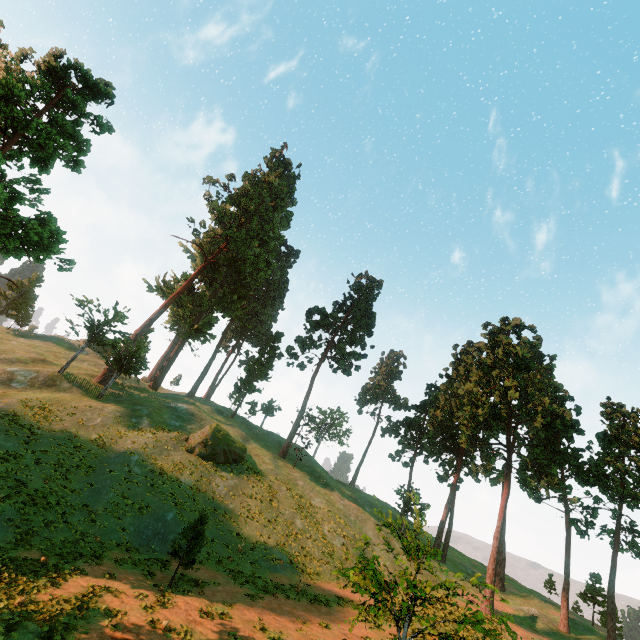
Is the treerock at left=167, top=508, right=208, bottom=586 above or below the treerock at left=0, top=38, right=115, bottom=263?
below

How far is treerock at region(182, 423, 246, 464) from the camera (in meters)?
31.64

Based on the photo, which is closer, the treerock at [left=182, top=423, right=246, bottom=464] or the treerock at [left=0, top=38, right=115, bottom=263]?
the treerock at [left=0, top=38, right=115, bottom=263]

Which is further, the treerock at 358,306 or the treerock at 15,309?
the treerock at 15,309

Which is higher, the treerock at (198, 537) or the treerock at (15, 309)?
the treerock at (15, 309)

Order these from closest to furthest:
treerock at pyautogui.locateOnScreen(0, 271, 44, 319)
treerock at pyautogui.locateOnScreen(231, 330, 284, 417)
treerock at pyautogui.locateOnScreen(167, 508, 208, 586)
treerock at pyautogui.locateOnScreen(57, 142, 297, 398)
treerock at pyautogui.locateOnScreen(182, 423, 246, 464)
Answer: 1. treerock at pyautogui.locateOnScreen(167, 508, 208, 586)
2. treerock at pyautogui.locateOnScreen(182, 423, 246, 464)
3. treerock at pyautogui.locateOnScreen(57, 142, 297, 398)
4. treerock at pyautogui.locateOnScreen(231, 330, 284, 417)
5. treerock at pyautogui.locateOnScreen(0, 271, 44, 319)

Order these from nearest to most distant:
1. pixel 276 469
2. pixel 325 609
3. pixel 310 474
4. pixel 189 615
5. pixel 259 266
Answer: pixel 189 615 < pixel 325 609 < pixel 276 469 < pixel 310 474 < pixel 259 266
